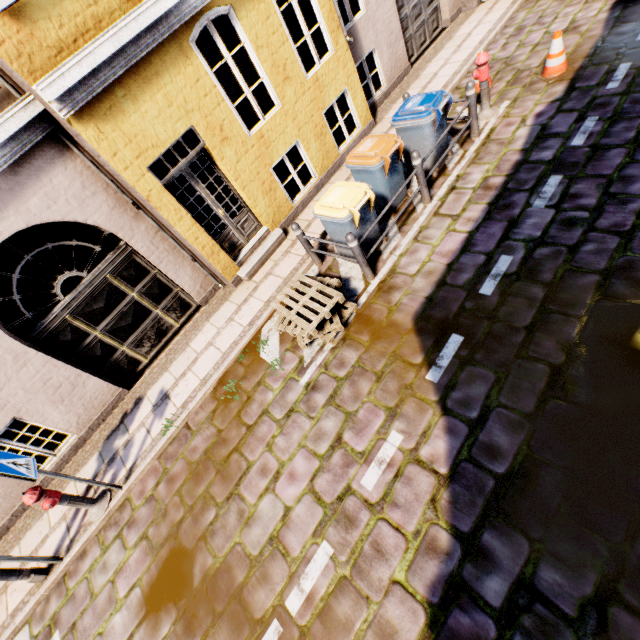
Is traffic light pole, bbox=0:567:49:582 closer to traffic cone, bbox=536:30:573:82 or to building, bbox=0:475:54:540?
building, bbox=0:475:54:540

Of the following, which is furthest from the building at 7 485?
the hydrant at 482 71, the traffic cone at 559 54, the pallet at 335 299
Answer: the traffic cone at 559 54

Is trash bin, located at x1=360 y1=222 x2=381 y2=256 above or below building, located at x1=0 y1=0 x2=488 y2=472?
below

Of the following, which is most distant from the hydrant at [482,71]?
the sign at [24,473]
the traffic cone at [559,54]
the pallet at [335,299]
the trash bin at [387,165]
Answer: the sign at [24,473]

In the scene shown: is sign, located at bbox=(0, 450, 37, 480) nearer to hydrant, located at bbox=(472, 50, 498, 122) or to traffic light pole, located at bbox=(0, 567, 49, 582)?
traffic light pole, located at bbox=(0, 567, 49, 582)

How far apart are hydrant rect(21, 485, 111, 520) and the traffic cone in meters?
11.7 m

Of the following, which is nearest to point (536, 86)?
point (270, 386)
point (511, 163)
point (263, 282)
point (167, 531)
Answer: point (511, 163)

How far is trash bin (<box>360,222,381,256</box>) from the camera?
5.8 meters
